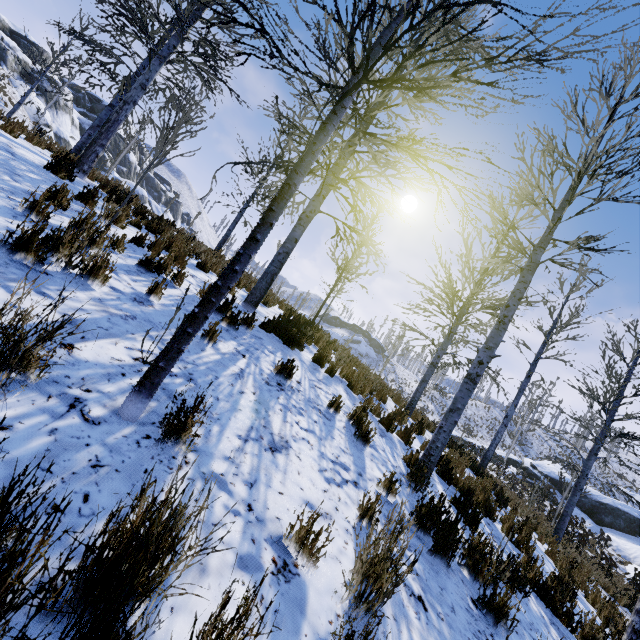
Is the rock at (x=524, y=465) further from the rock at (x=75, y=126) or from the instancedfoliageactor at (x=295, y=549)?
the rock at (x=75, y=126)

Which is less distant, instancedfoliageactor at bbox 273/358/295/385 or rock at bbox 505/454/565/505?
instancedfoliageactor at bbox 273/358/295/385

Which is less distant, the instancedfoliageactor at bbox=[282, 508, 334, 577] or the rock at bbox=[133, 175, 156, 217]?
the instancedfoliageactor at bbox=[282, 508, 334, 577]

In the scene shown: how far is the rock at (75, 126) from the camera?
36.0 meters

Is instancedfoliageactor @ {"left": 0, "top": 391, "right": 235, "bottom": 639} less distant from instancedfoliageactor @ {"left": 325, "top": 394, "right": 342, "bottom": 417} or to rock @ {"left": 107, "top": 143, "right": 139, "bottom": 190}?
instancedfoliageactor @ {"left": 325, "top": 394, "right": 342, "bottom": 417}

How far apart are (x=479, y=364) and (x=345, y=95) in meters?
4.3 m

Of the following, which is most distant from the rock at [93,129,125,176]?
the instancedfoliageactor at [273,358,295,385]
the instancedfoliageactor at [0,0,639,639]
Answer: the instancedfoliageactor at [273,358,295,385]

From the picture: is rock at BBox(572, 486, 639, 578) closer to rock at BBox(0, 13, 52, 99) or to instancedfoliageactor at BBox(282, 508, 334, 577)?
instancedfoliageactor at BBox(282, 508, 334, 577)
